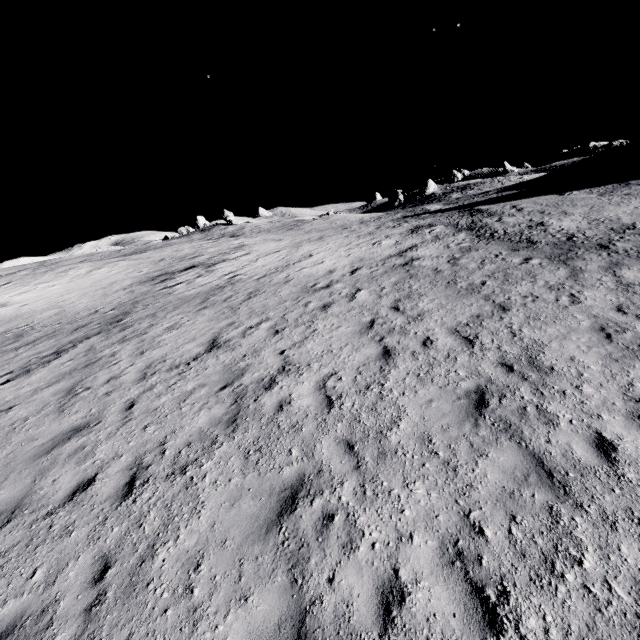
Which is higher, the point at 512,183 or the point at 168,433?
the point at 512,183
